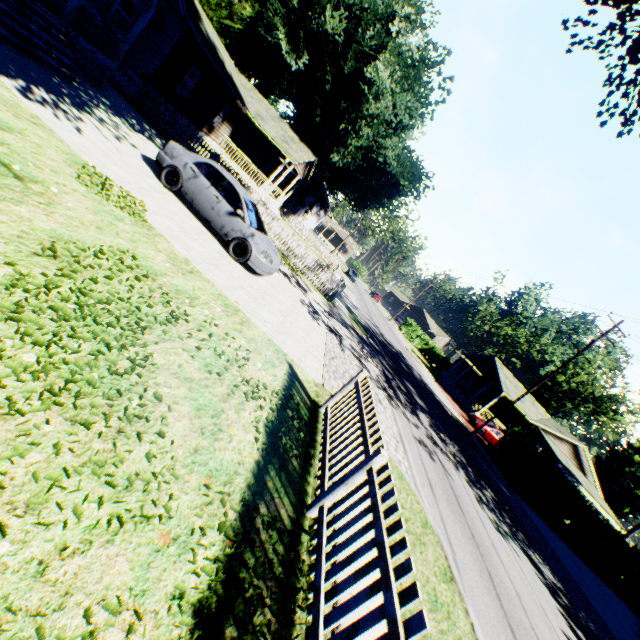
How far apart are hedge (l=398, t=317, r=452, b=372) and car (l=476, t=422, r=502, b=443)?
24.26m

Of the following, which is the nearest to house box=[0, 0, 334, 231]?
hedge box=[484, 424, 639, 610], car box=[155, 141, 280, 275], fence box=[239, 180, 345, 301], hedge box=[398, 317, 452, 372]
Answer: fence box=[239, 180, 345, 301]

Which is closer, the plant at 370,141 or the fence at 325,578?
the fence at 325,578

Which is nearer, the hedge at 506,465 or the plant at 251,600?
the plant at 251,600

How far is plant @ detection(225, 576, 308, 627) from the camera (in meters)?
2.65

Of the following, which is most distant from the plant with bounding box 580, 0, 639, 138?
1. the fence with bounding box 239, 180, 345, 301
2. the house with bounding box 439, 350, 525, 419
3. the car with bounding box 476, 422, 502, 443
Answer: the car with bounding box 476, 422, 502, 443

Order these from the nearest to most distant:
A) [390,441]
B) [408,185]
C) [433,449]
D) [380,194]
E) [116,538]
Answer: [116,538]
[390,441]
[433,449]
[408,185]
[380,194]

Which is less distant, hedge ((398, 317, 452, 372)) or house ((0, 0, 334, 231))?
house ((0, 0, 334, 231))
